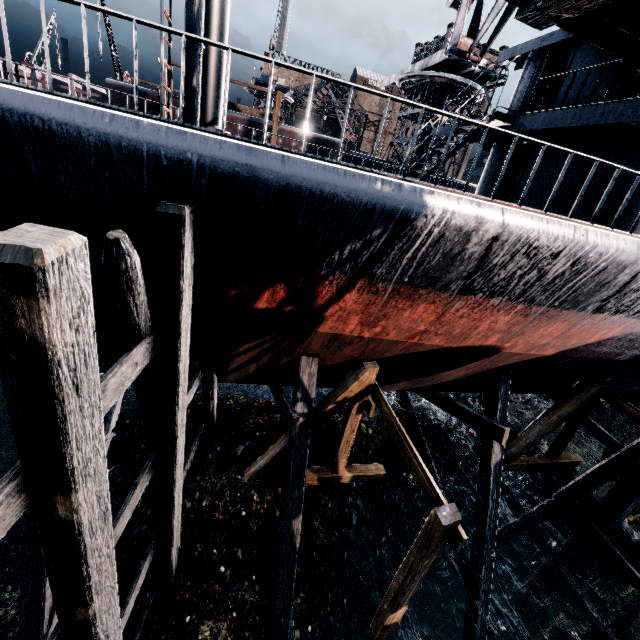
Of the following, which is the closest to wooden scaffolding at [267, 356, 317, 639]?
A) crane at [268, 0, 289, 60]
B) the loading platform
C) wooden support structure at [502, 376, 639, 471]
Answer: wooden support structure at [502, 376, 639, 471]

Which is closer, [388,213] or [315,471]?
[388,213]

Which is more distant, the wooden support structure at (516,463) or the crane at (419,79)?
the crane at (419,79)

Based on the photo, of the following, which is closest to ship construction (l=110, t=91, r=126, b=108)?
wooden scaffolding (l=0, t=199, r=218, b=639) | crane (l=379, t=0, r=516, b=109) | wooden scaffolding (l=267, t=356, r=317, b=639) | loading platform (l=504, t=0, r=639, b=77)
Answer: crane (l=379, t=0, r=516, b=109)

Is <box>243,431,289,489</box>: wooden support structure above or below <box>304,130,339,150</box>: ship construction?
below

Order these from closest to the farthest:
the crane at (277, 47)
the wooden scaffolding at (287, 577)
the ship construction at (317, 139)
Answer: the wooden scaffolding at (287, 577)
the ship construction at (317, 139)
the crane at (277, 47)

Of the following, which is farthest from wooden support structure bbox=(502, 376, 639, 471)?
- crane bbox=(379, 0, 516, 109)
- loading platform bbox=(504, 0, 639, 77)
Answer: crane bbox=(379, 0, 516, 109)

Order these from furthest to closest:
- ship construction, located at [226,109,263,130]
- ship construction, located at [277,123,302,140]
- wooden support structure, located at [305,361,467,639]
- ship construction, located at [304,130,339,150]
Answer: ship construction, located at [304,130,339,150]
ship construction, located at [277,123,302,140]
ship construction, located at [226,109,263,130]
wooden support structure, located at [305,361,467,639]
